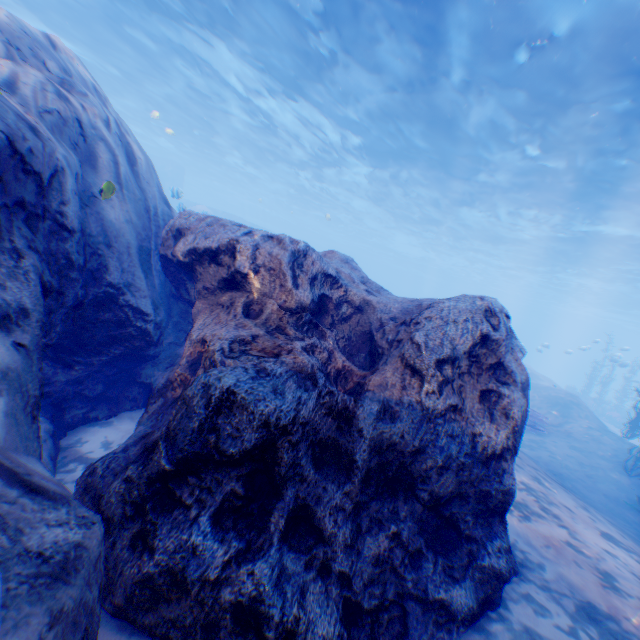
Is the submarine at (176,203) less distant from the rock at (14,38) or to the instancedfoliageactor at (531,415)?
the rock at (14,38)

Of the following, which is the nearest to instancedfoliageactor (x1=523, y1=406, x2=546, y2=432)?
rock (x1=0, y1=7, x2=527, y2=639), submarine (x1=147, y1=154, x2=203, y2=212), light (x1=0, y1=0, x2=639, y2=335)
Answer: rock (x1=0, y1=7, x2=527, y2=639)

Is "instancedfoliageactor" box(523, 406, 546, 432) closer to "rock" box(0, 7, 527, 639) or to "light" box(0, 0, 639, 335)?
"rock" box(0, 7, 527, 639)

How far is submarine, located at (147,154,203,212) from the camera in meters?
13.6 m

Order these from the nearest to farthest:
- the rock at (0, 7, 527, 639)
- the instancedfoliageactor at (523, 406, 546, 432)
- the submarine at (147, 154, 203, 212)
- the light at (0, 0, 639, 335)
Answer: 1. the rock at (0, 7, 527, 639)
2. the light at (0, 0, 639, 335)
3. the instancedfoliageactor at (523, 406, 546, 432)
4. the submarine at (147, 154, 203, 212)

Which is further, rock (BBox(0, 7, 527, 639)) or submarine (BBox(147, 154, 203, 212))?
submarine (BBox(147, 154, 203, 212))

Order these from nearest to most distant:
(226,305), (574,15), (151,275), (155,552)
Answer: (155,552)
(226,305)
(151,275)
(574,15)

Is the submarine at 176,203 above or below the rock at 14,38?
above
